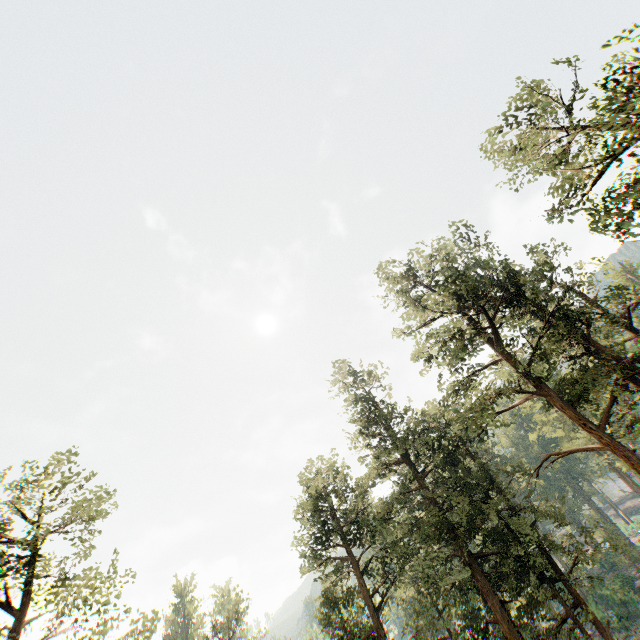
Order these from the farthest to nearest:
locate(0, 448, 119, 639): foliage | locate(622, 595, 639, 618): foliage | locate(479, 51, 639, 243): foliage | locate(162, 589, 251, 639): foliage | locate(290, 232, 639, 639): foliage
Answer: locate(622, 595, 639, 618): foliage, locate(162, 589, 251, 639): foliage, locate(290, 232, 639, 639): foliage, locate(0, 448, 119, 639): foliage, locate(479, 51, 639, 243): foliage

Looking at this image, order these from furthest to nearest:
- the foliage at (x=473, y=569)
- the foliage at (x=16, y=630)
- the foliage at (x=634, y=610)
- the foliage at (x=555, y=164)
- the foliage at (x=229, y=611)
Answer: the foliage at (x=634, y=610), the foliage at (x=229, y=611), the foliage at (x=473, y=569), the foliage at (x=16, y=630), the foliage at (x=555, y=164)

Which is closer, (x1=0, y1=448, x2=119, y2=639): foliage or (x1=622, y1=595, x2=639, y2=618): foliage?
(x1=0, y1=448, x2=119, y2=639): foliage

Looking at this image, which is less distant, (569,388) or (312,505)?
(569,388)

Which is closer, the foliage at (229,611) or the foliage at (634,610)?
the foliage at (229,611)

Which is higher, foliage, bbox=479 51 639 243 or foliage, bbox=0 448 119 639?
foliage, bbox=479 51 639 243
